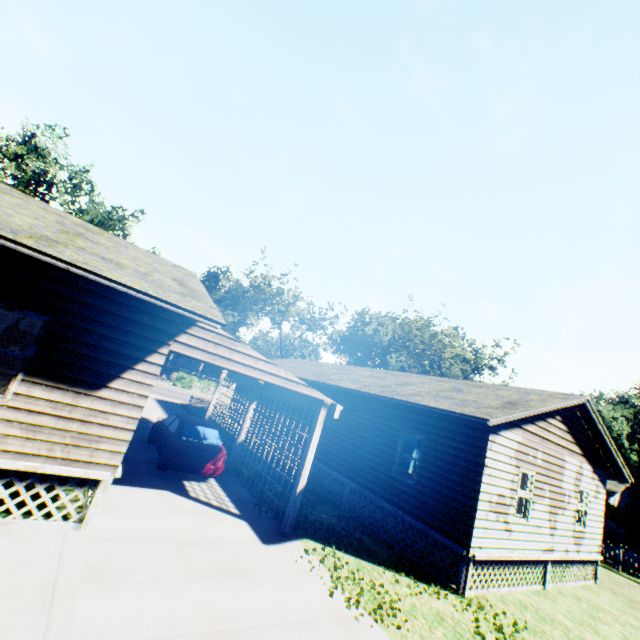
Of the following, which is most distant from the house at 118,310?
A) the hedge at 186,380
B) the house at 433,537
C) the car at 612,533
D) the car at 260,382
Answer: the car at 612,533

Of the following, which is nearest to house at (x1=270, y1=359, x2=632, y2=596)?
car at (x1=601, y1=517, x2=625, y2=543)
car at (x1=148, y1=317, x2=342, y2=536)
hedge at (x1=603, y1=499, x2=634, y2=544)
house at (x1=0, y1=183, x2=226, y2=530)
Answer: car at (x1=148, y1=317, x2=342, y2=536)

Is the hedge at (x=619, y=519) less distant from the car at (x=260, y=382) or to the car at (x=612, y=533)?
the car at (x=612, y=533)

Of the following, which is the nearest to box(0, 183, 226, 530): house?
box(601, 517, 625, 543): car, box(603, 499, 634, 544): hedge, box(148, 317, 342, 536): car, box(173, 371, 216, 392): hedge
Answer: box(148, 317, 342, 536): car

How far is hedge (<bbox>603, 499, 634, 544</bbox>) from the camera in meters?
28.0

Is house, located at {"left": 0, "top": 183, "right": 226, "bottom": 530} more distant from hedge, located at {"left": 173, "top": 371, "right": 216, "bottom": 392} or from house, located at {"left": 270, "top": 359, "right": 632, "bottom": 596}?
hedge, located at {"left": 173, "top": 371, "right": 216, "bottom": 392}

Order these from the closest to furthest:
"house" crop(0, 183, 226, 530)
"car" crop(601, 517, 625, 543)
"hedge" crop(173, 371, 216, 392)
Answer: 1. "house" crop(0, 183, 226, 530)
2. "car" crop(601, 517, 625, 543)
3. "hedge" crop(173, 371, 216, 392)

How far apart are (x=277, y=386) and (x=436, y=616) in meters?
8.1
